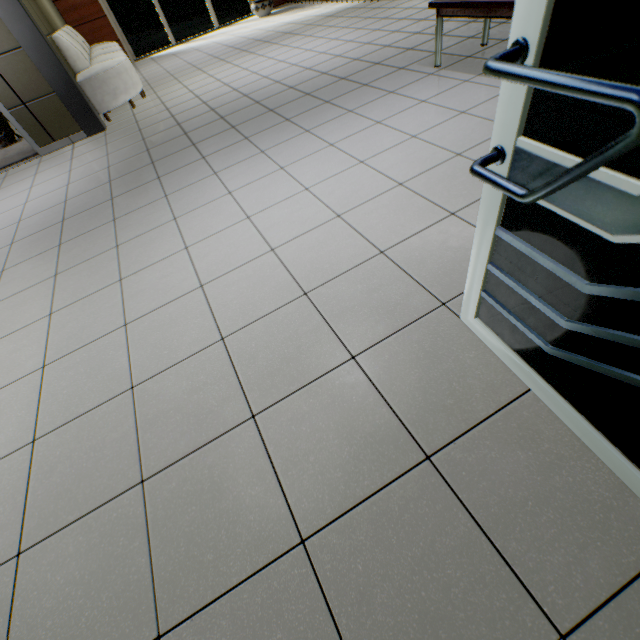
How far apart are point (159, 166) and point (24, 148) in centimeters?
404cm

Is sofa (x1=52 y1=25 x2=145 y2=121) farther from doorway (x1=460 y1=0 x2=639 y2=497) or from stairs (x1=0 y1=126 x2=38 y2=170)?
doorway (x1=460 y1=0 x2=639 y2=497)

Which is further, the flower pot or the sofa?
the flower pot

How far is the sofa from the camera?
4.9m

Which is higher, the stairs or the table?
the table

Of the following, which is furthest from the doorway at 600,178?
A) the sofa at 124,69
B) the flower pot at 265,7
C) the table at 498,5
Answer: the flower pot at 265,7

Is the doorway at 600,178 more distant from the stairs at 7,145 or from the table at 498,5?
the stairs at 7,145

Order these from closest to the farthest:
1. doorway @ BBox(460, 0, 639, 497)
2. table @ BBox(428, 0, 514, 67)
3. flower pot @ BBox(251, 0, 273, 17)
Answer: doorway @ BBox(460, 0, 639, 497) < table @ BBox(428, 0, 514, 67) < flower pot @ BBox(251, 0, 273, 17)
